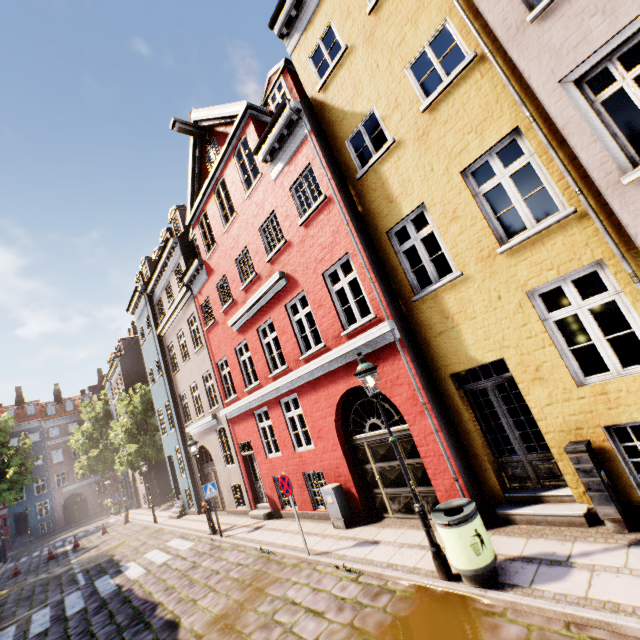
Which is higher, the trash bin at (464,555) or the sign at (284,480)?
the sign at (284,480)

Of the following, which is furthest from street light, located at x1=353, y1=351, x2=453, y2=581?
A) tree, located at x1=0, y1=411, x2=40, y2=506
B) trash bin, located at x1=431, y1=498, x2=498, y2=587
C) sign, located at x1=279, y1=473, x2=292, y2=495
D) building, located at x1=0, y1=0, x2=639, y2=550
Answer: tree, located at x1=0, y1=411, x2=40, y2=506

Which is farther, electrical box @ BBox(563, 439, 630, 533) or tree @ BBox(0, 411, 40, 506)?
tree @ BBox(0, 411, 40, 506)

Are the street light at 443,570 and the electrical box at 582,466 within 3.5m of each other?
yes

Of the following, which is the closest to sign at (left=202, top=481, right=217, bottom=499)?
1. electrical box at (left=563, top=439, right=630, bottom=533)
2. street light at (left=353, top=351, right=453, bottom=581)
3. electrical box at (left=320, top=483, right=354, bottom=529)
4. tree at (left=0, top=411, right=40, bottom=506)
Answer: electrical box at (left=320, top=483, right=354, bottom=529)

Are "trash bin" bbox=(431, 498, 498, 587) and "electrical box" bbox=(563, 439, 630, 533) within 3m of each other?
yes

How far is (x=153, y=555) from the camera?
13.16m

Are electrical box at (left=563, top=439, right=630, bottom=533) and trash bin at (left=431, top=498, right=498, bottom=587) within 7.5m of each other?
yes
